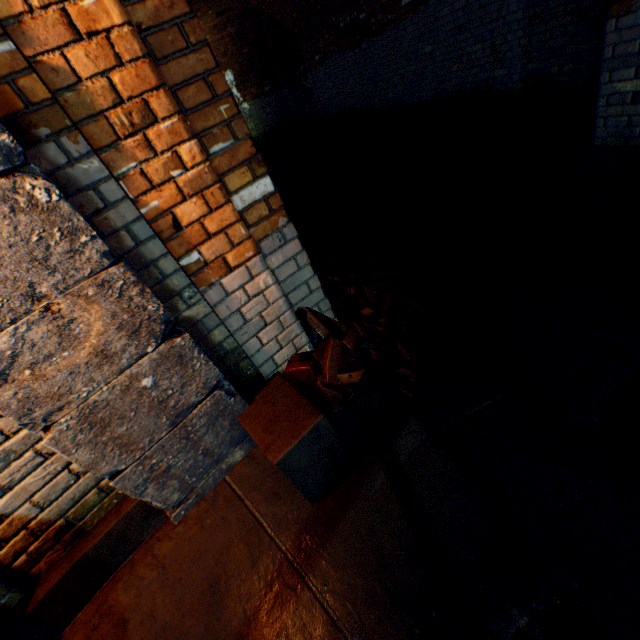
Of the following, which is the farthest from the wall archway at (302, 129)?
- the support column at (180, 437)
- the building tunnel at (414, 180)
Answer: the support column at (180, 437)

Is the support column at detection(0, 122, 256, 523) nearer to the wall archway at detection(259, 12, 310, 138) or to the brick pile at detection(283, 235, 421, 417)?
the brick pile at detection(283, 235, 421, 417)

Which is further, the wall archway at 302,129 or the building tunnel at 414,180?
the wall archway at 302,129

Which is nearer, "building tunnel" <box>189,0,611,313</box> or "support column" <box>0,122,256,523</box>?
"support column" <box>0,122,256,523</box>

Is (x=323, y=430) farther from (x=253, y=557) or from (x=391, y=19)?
(x=391, y=19)

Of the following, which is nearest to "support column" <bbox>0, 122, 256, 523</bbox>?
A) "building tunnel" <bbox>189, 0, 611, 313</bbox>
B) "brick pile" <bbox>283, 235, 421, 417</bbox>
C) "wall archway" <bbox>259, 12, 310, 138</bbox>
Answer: "brick pile" <bbox>283, 235, 421, 417</bbox>

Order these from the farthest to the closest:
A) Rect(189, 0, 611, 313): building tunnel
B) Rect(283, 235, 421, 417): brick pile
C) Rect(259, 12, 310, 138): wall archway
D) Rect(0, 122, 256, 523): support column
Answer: Rect(259, 12, 310, 138): wall archway
Rect(189, 0, 611, 313): building tunnel
Rect(283, 235, 421, 417): brick pile
Rect(0, 122, 256, 523): support column

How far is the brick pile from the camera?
2.0m
